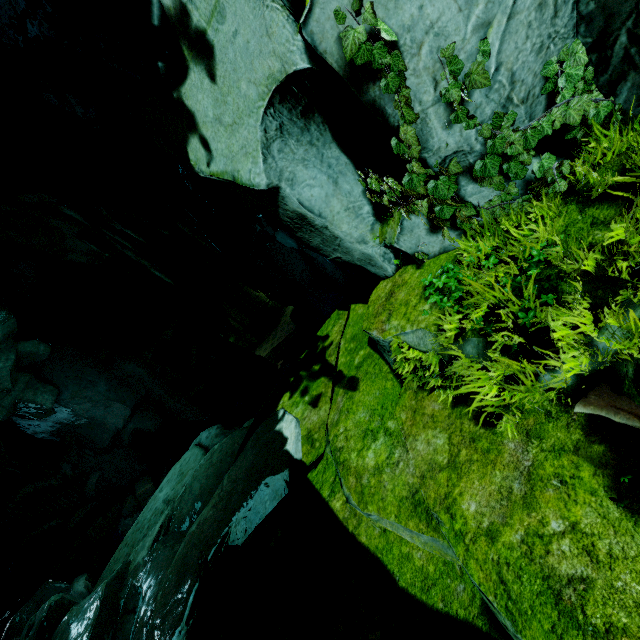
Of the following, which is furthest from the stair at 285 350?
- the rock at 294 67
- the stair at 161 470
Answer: the stair at 161 470

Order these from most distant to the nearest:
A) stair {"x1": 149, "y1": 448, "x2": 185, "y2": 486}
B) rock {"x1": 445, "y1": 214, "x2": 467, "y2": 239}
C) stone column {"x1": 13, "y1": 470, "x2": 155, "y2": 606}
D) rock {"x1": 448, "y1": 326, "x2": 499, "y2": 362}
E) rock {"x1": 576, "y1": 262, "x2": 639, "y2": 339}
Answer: stair {"x1": 149, "y1": 448, "x2": 185, "y2": 486} < stone column {"x1": 13, "y1": 470, "x2": 155, "y2": 606} < rock {"x1": 445, "y1": 214, "x2": 467, "y2": 239} < rock {"x1": 448, "y1": 326, "x2": 499, "y2": 362} < rock {"x1": 576, "y1": 262, "x2": 639, "y2": 339}

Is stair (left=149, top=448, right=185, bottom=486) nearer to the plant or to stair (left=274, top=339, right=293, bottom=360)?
stair (left=274, top=339, right=293, bottom=360)

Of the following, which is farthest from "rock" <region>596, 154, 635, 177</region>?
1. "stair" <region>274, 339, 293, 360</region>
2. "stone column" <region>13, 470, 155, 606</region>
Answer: "stair" <region>274, 339, 293, 360</region>

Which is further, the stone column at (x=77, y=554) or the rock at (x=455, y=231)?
the stone column at (x=77, y=554)

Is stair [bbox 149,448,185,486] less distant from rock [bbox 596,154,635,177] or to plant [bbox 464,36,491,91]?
rock [bbox 596,154,635,177]

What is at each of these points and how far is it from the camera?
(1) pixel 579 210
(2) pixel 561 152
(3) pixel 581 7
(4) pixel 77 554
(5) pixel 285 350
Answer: (1) rock, 2.5m
(2) rock, 2.8m
(3) rock, 2.2m
(4) stone column, 14.9m
(5) stair, 29.8m
